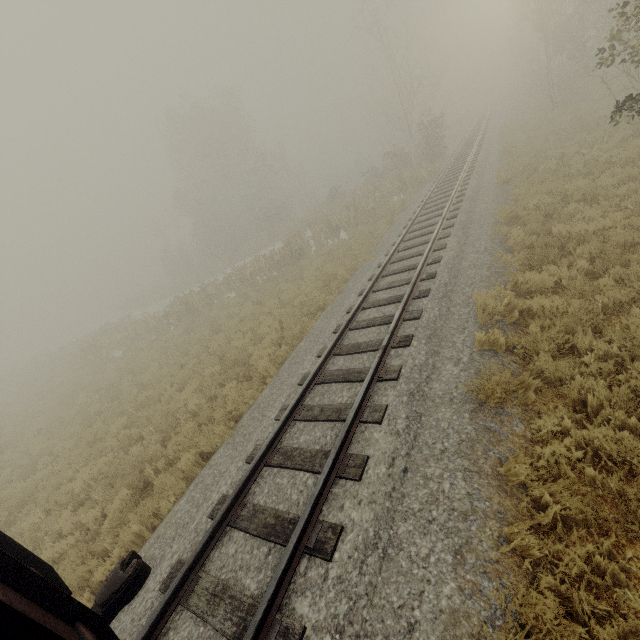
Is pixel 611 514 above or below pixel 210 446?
below

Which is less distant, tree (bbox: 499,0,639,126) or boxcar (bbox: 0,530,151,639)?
boxcar (bbox: 0,530,151,639)

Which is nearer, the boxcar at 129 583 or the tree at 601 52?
the boxcar at 129 583
